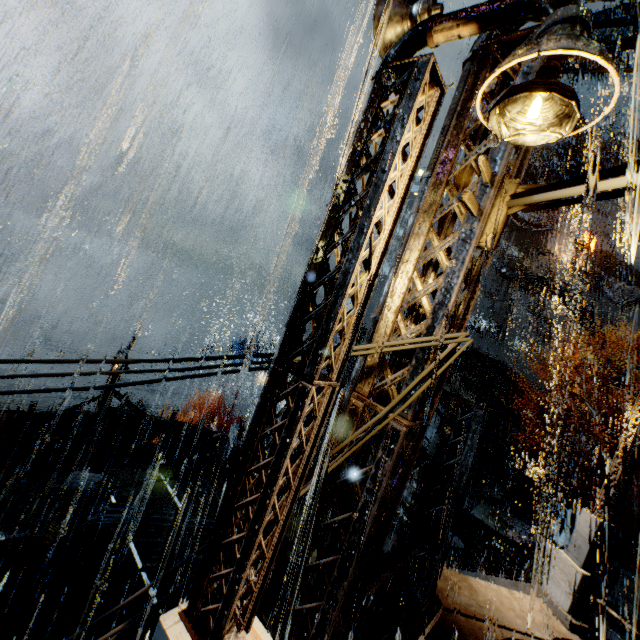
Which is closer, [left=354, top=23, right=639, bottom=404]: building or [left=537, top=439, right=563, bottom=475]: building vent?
[left=354, top=23, right=639, bottom=404]: building

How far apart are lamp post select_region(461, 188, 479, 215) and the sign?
42.2m

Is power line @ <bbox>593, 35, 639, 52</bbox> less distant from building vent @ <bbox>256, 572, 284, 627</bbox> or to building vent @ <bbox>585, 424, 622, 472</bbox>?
building vent @ <bbox>256, 572, 284, 627</bbox>

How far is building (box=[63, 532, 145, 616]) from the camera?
10.1 meters

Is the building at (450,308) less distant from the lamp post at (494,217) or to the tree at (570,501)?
the lamp post at (494,217)

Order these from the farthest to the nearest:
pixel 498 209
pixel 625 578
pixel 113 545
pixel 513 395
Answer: pixel 513 395, pixel 625 578, pixel 113 545, pixel 498 209

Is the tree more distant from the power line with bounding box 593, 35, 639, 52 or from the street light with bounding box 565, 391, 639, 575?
the power line with bounding box 593, 35, 639, 52

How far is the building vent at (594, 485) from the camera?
28.30m
